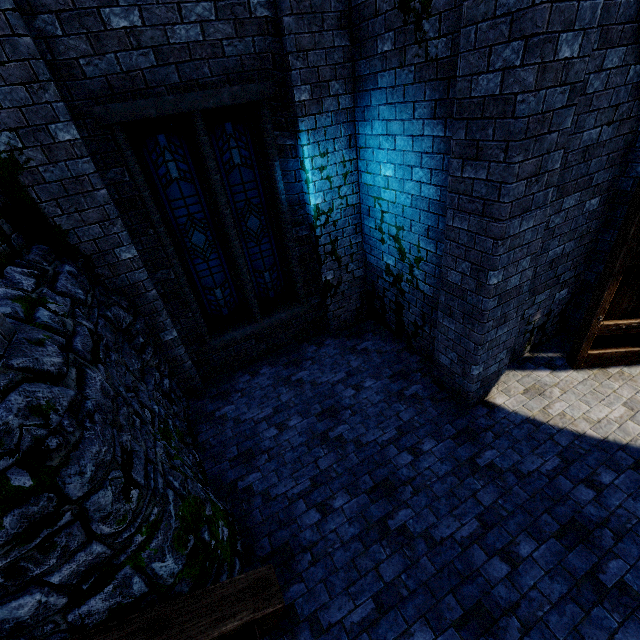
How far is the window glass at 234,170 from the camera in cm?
500

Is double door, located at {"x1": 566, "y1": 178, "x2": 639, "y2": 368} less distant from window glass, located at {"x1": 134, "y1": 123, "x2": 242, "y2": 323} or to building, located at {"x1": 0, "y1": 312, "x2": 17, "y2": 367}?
building, located at {"x1": 0, "y1": 312, "x2": 17, "y2": 367}

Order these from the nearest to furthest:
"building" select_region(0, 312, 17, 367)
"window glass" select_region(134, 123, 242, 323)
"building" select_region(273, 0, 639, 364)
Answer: →
1. "building" select_region(0, 312, 17, 367)
2. "building" select_region(273, 0, 639, 364)
3. "window glass" select_region(134, 123, 242, 323)

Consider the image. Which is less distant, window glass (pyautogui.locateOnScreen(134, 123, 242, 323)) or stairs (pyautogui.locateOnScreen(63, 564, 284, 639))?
stairs (pyautogui.locateOnScreen(63, 564, 284, 639))

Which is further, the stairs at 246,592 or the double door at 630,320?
the double door at 630,320

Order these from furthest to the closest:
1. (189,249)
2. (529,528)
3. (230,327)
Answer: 1. (230,327)
2. (189,249)
3. (529,528)

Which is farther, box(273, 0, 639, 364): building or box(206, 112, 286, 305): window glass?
box(206, 112, 286, 305): window glass

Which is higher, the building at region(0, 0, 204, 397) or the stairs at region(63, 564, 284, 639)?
the building at region(0, 0, 204, 397)
